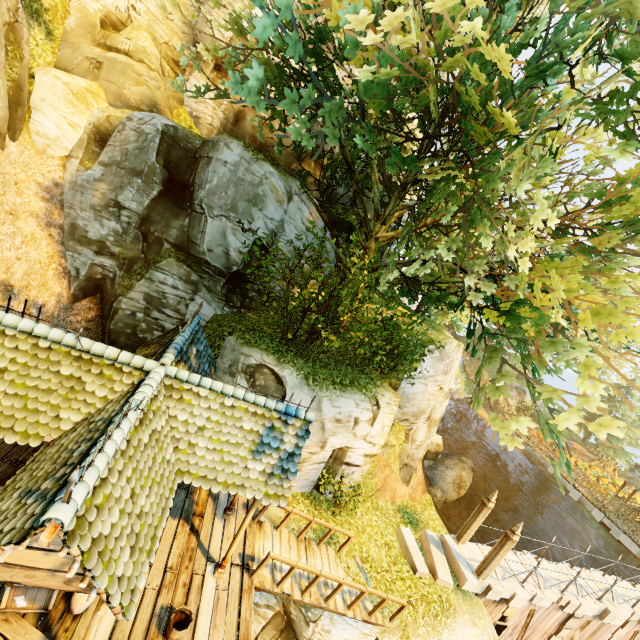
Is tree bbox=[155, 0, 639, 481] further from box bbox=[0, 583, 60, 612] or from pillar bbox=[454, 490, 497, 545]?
box bbox=[0, 583, 60, 612]

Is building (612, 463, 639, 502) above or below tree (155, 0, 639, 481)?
below

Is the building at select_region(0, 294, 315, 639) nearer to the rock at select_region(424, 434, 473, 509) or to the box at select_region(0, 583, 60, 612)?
the box at select_region(0, 583, 60, 612)

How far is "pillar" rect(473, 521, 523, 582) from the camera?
11.1m

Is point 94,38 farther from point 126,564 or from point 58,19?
point 126,564

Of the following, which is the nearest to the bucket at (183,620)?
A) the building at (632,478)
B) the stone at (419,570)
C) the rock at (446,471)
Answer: the stone at (419,570)

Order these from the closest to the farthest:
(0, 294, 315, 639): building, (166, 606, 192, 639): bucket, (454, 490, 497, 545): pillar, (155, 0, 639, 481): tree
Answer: (0, 294, 315, 639): building < (155, 0, 639, 481): tree < (166, 606, 192, 639): bucket < (454, 490, 497, 545): pillar

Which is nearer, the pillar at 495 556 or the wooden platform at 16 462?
the wooden platform at 16 462
